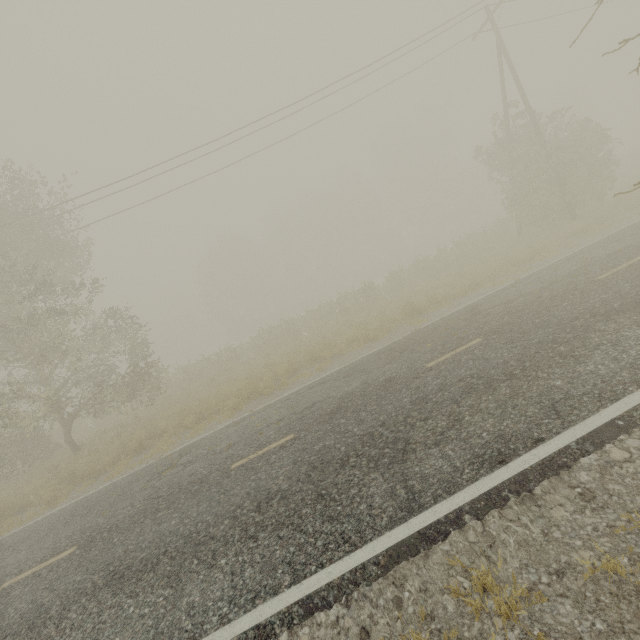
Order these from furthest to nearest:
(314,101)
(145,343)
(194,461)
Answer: (145,343)
(314,101)
(194,461)
